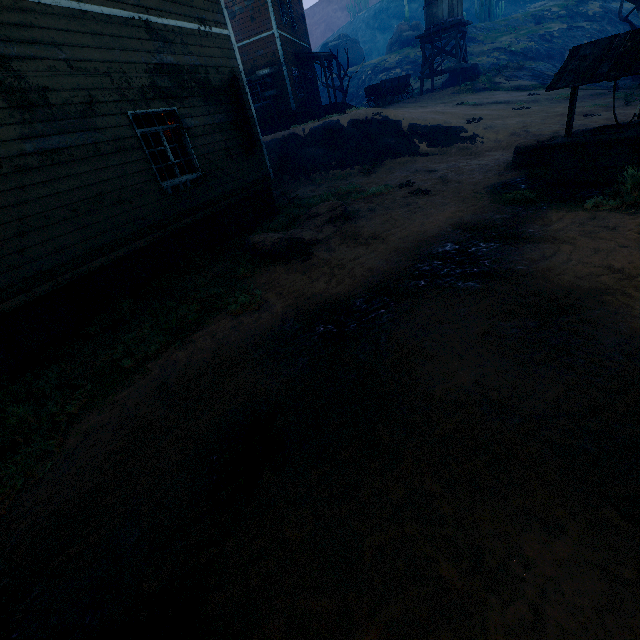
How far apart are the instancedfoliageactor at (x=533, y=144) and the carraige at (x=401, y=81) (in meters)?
18.12

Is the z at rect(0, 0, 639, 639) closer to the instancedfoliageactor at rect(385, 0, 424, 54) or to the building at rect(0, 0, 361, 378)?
the building at rect(0, 0, 361, 378)

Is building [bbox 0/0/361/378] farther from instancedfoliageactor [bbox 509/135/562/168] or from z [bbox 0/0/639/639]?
instancedfoliageactor [bbox 509/135/562/168]

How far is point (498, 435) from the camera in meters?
2.4

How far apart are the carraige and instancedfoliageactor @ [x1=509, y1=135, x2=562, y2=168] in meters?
18.1 m

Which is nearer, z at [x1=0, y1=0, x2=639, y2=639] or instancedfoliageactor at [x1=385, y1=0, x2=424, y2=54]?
z at [x1=0, y1=0, x2=639, y2=639]

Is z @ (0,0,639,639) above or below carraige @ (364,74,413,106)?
below

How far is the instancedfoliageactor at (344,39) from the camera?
26.3m
